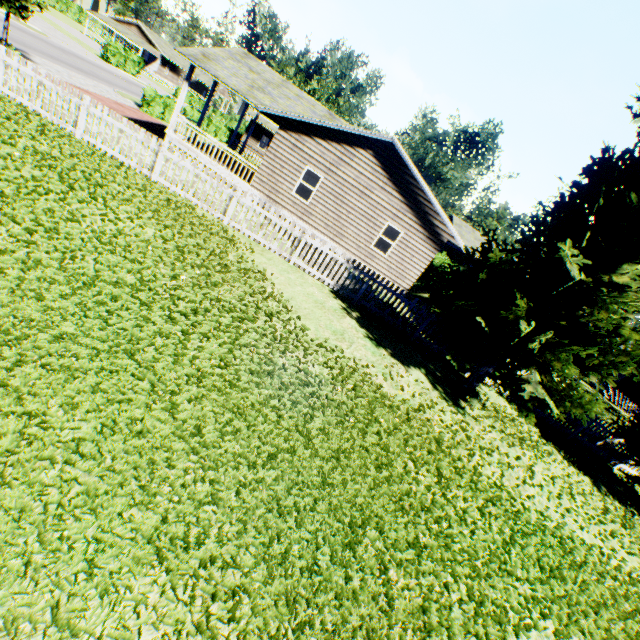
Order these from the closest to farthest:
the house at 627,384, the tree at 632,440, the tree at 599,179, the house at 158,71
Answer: the tree at 599,179
the tree at 632,440
the house at 627,384
the house at 158,71

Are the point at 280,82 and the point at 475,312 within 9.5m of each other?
no

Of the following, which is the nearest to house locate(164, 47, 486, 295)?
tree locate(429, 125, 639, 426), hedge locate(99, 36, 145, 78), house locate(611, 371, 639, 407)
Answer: tree locate(429, 125, 639, 426)

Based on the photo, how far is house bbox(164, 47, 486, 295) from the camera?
15.6m

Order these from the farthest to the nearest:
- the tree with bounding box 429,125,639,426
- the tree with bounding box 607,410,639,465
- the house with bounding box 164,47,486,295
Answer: the house with bounding box 164,47,486,295
the tree with bounding box 607,410,639,465
the tree with bounding box 429,125,639,426

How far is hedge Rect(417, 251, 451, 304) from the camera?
18.83m

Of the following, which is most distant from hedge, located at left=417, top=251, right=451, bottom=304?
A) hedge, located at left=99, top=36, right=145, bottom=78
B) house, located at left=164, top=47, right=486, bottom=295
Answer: hedge, located at left=99, top=36, right=145, bottom=78

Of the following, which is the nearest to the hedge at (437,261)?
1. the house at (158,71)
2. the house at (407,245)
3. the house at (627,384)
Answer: the house at (407,245)
